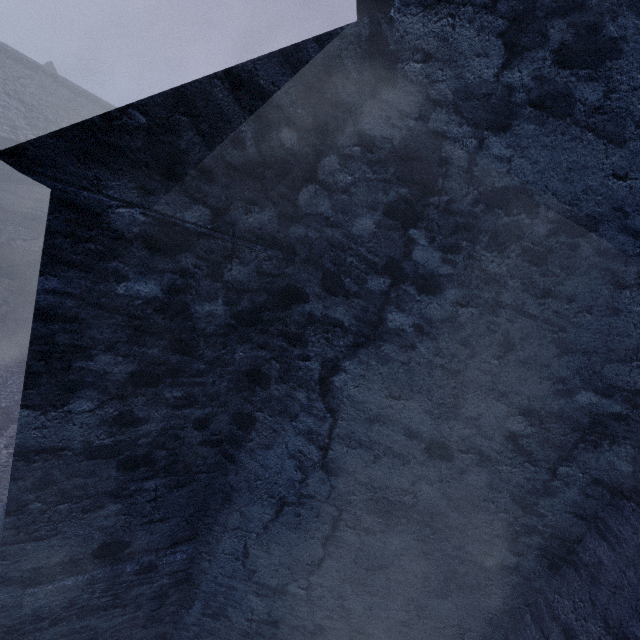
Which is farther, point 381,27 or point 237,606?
point 237,606
